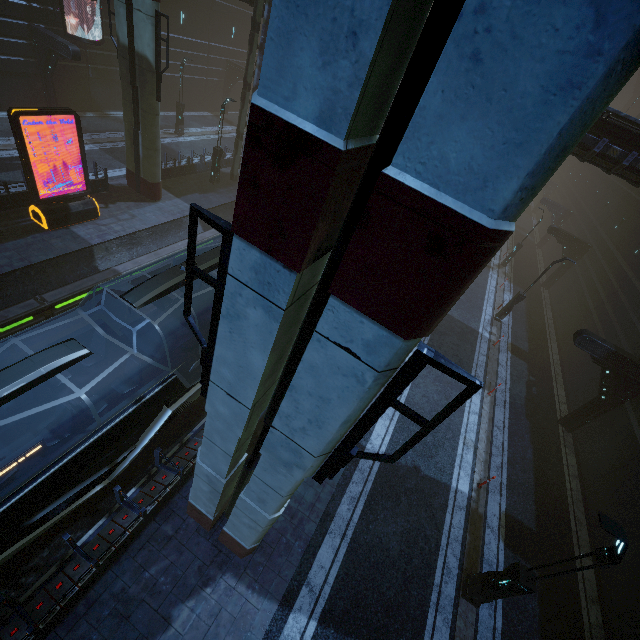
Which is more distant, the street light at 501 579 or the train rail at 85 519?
the train rail at 85 519

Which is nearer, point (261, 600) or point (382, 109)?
point (382, 109)

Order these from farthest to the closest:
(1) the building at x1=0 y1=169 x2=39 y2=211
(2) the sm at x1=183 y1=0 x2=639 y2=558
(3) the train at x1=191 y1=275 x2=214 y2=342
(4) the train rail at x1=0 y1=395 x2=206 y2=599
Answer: (1) the building at x1=0 y1=169 x2=39 y2=211, (3) the train at x1=191 y1=275 x2=214 y2=342, (4) the train rail at x1=0 y1=395 x2=206 y2=599, (2) the sm at x1=183 y1=0 x2=639 y2=558

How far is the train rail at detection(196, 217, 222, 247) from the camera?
18.9 meters

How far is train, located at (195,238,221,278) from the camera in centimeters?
882cm

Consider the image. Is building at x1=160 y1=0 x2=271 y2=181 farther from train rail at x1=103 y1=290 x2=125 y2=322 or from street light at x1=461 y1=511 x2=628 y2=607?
street light at x1=461 y1=511 x2=628 y2=607

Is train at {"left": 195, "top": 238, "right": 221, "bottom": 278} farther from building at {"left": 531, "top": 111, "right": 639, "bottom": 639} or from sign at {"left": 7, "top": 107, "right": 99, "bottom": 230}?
sign at {"left": 7, "top": 107, "right": 99, "bottom": 230}

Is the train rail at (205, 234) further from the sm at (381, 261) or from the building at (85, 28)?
the sm at (381, 261)
